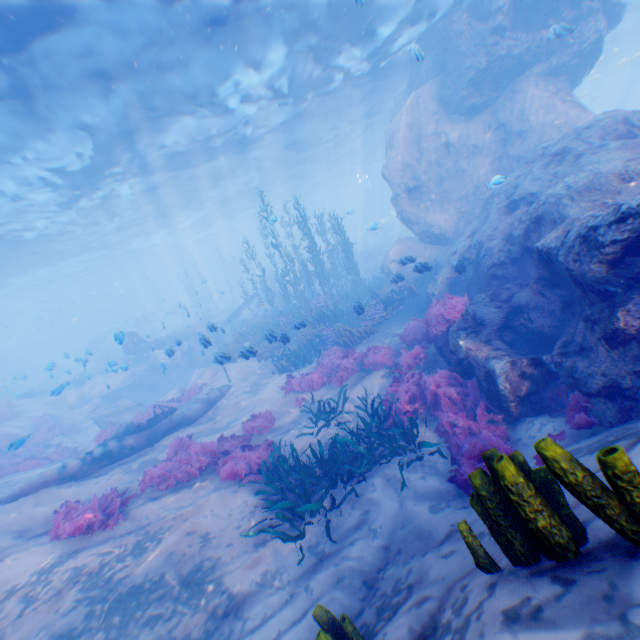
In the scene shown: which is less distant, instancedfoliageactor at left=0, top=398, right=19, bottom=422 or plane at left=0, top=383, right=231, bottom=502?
plane at left=0, top=383, right=231, bottom=502

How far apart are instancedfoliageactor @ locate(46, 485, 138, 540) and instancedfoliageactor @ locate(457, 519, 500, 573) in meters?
7.7 m

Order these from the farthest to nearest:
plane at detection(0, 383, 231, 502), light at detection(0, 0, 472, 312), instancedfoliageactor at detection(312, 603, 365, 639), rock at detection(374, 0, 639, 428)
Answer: light at detection(0, 0, 472, 312)
plane at detection(0, 383, 231, 502)
rock at detection(374, 0, 639, 428)
instancedfoliageactor at detection(312, 603, 365, 639)

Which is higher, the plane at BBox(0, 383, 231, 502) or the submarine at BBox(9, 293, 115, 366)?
the submarine at BBox(9, 293, 115, 366)

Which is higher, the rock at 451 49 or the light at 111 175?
the light at 111 175

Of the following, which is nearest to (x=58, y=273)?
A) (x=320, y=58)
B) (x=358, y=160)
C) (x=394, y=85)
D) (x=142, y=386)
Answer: (x=142, y=386)

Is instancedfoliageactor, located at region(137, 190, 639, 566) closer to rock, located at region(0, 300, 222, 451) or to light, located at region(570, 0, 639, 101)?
rock, located at region(0, 300, 222, 451)

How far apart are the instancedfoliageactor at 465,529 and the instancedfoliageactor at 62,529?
7.67m
